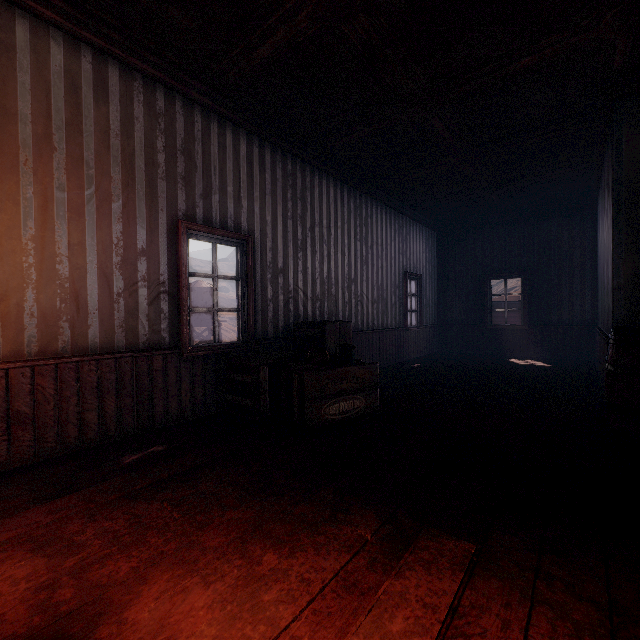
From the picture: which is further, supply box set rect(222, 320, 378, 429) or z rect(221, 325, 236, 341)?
z rect(221, 325, 236, 341)

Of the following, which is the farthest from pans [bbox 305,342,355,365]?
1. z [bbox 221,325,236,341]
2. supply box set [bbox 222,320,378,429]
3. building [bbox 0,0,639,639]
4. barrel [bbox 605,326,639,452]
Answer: z [bbox 221,325,236,341]

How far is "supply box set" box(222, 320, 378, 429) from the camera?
3.38m

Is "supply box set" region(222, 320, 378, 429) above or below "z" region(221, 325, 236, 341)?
above

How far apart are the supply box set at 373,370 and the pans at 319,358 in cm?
3

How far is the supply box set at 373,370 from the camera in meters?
3.4 m

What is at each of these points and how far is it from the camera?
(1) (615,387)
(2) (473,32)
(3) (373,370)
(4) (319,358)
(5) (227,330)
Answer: (1) barrel, 2.8 meters
(2) building, 3.1 meters
(3) supply box set, 3.8 meters
(4) pans, 3.7 meters
(5) z, 53.5 meters

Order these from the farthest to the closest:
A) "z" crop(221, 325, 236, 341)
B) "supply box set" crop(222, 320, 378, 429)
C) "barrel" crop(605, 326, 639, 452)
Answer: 1. "z" crop(221, 325, 236, 341)
2. "supply box set" crop(222, 320, 378, 429)
3. "barrel" crop(605, 326, 639, 452)
